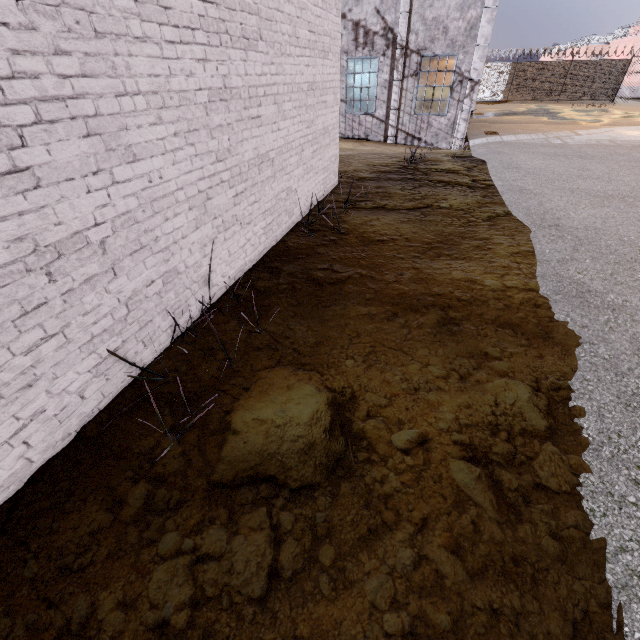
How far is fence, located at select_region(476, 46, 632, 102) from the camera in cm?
2580

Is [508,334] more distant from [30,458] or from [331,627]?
[30,458]

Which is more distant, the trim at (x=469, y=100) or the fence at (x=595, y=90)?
the fence at (x=595, y=90)

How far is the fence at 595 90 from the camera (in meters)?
25.80

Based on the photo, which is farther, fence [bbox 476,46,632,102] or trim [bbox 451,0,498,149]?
fence [bbox 476,46,632,102]
